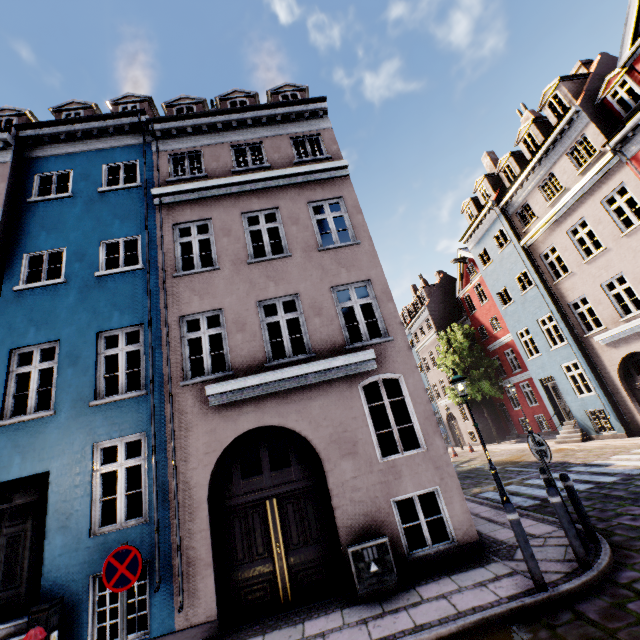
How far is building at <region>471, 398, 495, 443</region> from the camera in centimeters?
2739cm

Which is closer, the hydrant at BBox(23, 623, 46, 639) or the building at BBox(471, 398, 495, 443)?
the hydrant at BBox(23, 623, 46, 639)

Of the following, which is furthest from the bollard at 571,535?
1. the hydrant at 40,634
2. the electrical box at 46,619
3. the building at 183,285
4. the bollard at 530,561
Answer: the electrical box at 46,619

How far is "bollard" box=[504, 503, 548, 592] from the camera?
4.62m

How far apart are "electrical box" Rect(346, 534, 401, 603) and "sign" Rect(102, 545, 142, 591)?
3.4 meters

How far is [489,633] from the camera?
4.2m

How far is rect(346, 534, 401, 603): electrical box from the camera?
5.7m

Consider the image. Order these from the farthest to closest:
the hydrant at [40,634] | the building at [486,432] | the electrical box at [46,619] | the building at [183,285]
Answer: the building at [486,432], the building at [183,285], the electrical box at [46,619], the hydrant at [40,634]
